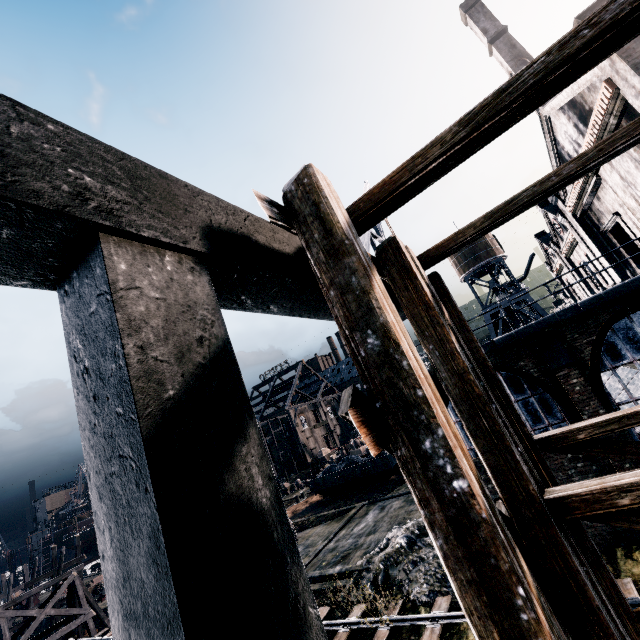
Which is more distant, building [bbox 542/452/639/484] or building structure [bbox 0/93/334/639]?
building [bbox 542/452/639/484]

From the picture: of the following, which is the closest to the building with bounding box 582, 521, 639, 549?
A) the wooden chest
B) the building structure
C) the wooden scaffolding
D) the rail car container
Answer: the building structure

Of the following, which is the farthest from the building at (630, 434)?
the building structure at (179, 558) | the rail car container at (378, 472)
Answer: the rail car container at (378, 472)

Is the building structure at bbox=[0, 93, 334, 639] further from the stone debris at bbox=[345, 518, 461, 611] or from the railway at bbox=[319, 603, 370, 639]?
the stone debris at bbox=[345, 518, 461, 611]

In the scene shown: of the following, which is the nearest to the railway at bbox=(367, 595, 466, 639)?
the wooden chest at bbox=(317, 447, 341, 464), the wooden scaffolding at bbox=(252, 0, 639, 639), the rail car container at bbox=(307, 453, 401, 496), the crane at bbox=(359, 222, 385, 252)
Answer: the wooden scaffolding at bbox=(252, 0, 639, 639)

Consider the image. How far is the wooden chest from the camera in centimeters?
5601cm

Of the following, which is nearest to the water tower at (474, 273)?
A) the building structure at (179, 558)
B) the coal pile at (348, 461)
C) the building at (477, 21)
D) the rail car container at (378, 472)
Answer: the building at (477, 21)

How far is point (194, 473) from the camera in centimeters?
152cm
